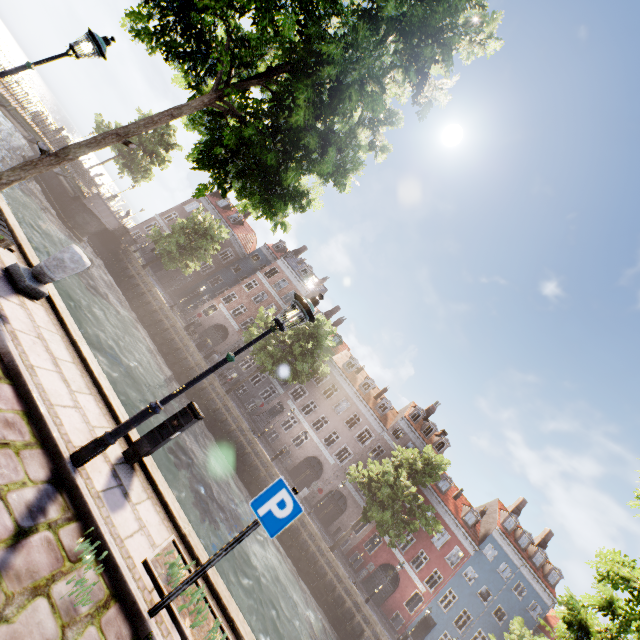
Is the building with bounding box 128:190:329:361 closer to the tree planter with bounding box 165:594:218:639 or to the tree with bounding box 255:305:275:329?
the tree with bounding box 255:305:275:329

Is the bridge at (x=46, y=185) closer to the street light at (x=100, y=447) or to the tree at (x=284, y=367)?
the tree at (x=284, y=367)

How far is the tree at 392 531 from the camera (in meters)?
21.95

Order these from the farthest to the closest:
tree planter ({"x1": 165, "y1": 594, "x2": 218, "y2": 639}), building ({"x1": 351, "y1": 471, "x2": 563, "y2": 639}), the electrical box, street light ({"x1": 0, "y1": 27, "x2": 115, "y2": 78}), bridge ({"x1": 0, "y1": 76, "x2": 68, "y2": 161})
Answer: building ({"x1": 351, "y1": 471, "x2": 563, "y2": 639}), bridge ({"x1": 0, "y1": 76, "x2": 68, "y2": 161}), street light ({"x1": 0, "y1": 27, "x2": 115, "y2": 78}), the electrical box, tree planter ({"x1": 165, "y1": 594, "x2": 218, "y2": 639})

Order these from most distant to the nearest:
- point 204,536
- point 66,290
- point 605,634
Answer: point 66,290, point 204,536, point 605,634

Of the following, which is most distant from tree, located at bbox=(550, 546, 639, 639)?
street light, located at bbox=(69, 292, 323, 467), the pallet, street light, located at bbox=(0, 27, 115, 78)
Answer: street light, located at bbox=(69, 292, 323, 467)

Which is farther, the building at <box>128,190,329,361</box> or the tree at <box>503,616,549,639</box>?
the building at <box>128,190,329,361</box>

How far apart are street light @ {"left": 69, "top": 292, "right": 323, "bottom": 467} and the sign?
1.63m
